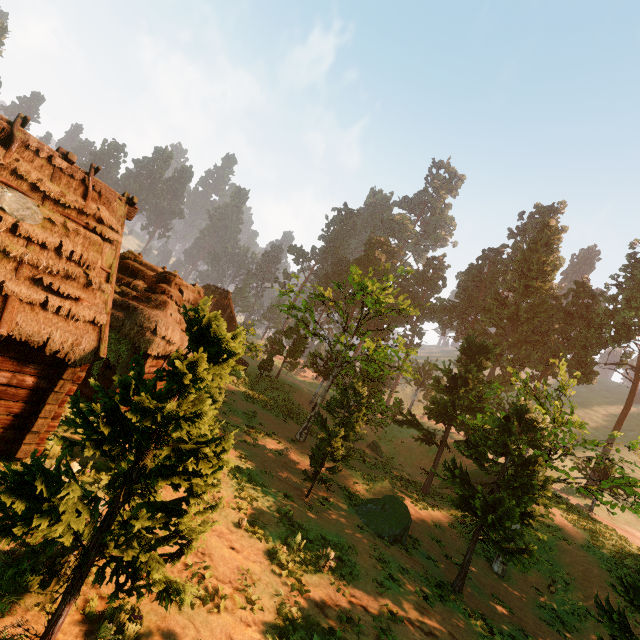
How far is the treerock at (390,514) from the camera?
15.68m

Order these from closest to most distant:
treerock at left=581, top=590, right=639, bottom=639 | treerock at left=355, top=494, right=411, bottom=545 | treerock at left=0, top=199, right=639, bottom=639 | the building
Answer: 1. treerock at left=0, top=199, right=639, bottom=639
2. the building
3. treerock at left=581, top=590, right=639, bottom=639
4. treerock at left=355, top=494, right=411, bottom=545

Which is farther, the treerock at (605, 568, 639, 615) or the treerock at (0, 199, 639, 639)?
the treerock at (605, 568, 639, 615)

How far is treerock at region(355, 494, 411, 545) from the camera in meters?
15.7 m

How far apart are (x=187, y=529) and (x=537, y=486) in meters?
13.9

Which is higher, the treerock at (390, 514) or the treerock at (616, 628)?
the treerock at (616, 628)

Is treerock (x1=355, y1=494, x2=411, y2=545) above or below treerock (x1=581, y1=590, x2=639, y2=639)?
below

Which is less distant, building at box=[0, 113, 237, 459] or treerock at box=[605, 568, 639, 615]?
building at box=[0, 113, 237, 459]
